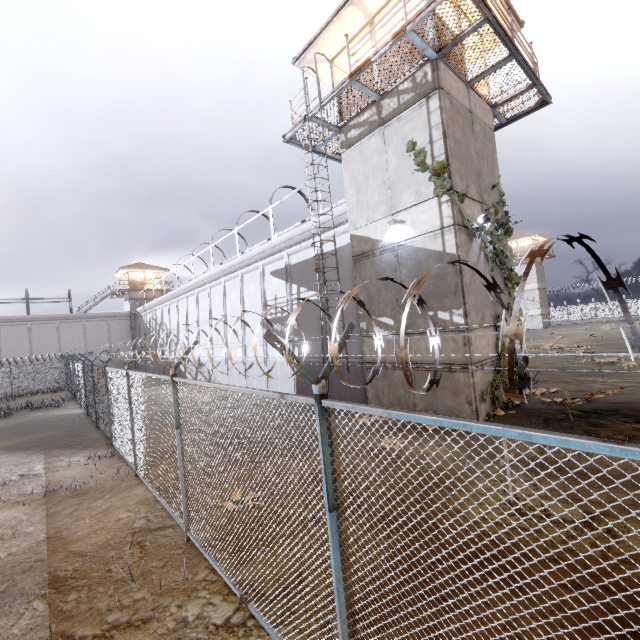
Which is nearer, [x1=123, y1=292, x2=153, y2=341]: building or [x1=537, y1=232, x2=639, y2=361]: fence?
[x1=537, y1=232, x2=639, y2=361]: fence

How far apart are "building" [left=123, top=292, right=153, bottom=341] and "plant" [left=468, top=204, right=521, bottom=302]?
44.1 meters

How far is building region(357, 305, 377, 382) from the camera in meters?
11.6 m

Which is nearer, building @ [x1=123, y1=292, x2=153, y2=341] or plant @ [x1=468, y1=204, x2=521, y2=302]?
plant @ [x1=468, y1=204, x2=521, y2=302]

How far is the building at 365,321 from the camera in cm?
1161

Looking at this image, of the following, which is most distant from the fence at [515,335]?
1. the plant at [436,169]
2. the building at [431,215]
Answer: the plant at [436,169]

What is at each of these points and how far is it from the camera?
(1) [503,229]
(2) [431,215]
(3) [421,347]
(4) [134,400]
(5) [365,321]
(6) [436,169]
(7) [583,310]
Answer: (1) plant, 11.3 meters
(2) building, 9.6 meters
(3) building, 10.2 meters
(4) fence, 8.3 meters
(5) building, 11.8 meters
(6) plant, 9.2 meters
(7) fence, 57.3 meters

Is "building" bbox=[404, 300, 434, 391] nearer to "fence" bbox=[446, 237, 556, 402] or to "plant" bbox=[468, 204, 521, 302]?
"plant" bbox=[468, 204, 521, 302]
